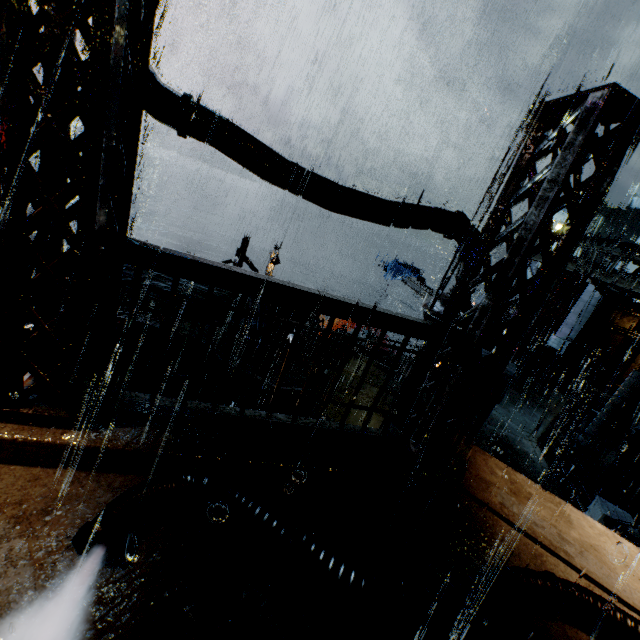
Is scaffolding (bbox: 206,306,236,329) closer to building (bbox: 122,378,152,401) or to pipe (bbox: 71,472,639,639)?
building (bbox: 122,378,152,401)

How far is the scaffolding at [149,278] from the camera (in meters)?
5.97

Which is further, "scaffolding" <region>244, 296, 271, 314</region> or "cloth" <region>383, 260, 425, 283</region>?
"cloth" <region>383, 260, 425, 283</region>

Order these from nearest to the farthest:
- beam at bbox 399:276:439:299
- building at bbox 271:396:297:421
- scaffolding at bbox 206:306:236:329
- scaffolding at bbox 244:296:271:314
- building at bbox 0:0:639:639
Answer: building at bbox 0:0:639:639 < building at bbox 271:396:297:421 < scaffolding at bbox 206:306:236:329 < scaffolding at bbox 244:296:271:314 < beam at bbox 399:276:439:299

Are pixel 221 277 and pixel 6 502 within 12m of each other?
yes

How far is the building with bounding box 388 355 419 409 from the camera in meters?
5.2

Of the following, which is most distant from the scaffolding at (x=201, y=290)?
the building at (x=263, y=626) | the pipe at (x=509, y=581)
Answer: the pipe at (x=509, y=581)
